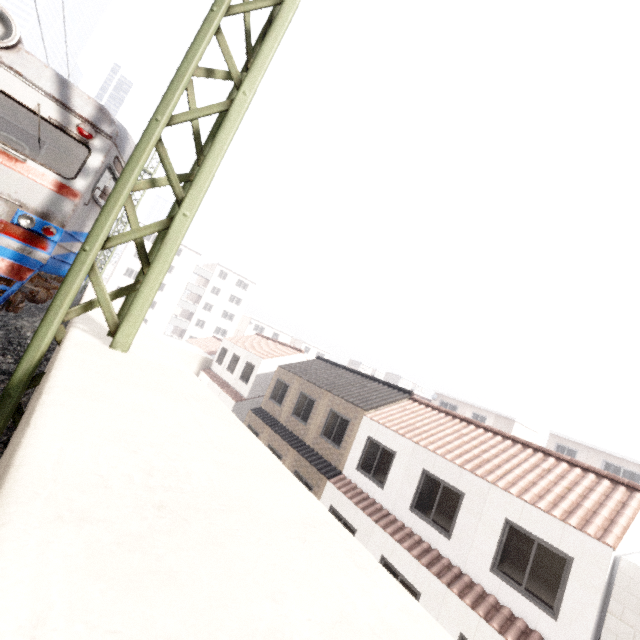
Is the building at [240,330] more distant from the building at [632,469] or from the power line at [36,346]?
the power line at [36,346]

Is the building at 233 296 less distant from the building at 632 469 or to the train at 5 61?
the train at 5 61

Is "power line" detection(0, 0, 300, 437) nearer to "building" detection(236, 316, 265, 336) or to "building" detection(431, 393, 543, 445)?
"building" detection(431, 393, 543, 445)

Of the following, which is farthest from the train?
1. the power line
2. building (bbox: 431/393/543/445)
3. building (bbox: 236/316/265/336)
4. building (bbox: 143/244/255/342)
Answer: building (bbox: 236/316/265/336)

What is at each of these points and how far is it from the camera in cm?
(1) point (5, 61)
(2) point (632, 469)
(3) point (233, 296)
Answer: (1) train, 437
(2) building, 2528
(3) building, 5581

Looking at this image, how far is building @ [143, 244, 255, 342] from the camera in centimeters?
4956cm

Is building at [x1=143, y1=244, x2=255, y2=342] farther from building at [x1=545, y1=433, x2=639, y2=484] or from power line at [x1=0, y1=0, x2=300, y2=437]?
building at [x1=545, y1=433, x2=639, y2=484]

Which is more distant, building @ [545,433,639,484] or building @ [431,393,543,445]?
building @ [431,393,543,445]
